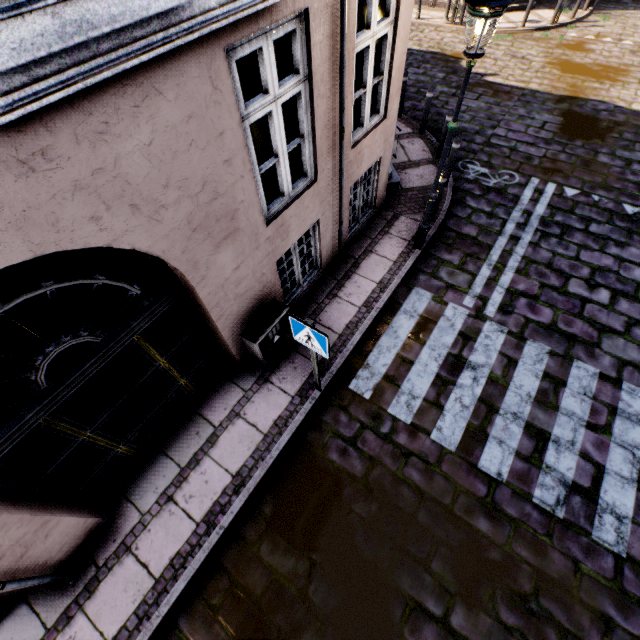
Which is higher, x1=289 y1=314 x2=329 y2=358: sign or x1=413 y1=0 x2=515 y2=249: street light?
x1=413 y1=0 x2=515 y2=249: street light

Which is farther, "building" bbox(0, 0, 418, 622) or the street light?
the street light

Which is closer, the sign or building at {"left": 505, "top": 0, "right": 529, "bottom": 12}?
the sign

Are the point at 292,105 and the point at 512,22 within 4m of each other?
no

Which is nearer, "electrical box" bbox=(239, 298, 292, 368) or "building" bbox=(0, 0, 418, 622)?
"building" bbox=(0, 0, 418, 622)

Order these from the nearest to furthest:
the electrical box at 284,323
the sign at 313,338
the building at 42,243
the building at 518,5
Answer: the building at 42,243, the sign at 313,338, the electrical box at 284,323, the building at 518,5

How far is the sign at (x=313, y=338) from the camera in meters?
3.3

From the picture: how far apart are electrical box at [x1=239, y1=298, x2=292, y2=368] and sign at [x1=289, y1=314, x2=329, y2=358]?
0.93m
